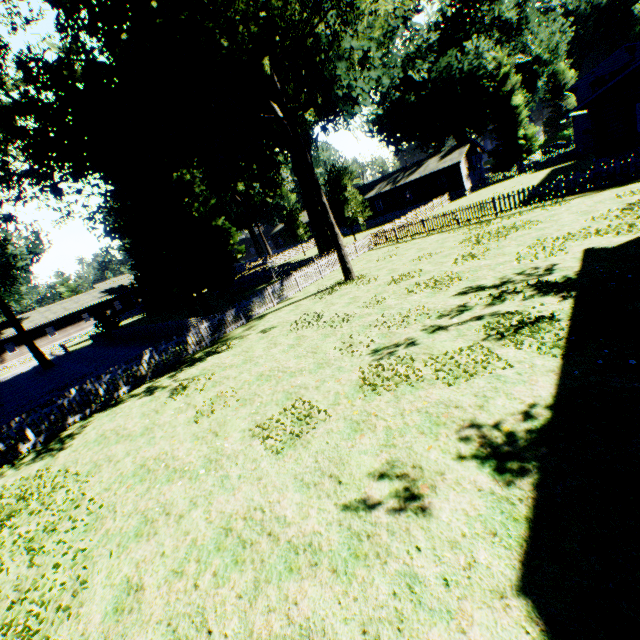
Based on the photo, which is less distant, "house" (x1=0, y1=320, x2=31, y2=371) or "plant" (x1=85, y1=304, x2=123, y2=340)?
"plant" (x1=85, y1=304, x2=123, y2=340)

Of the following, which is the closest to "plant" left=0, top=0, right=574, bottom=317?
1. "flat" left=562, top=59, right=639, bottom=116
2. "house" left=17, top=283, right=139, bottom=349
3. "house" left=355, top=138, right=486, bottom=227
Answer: "house" left=355, top=138, right=486, bottom=227

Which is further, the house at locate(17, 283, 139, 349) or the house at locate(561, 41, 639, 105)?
the house at locate(17, 283, 139, 349)

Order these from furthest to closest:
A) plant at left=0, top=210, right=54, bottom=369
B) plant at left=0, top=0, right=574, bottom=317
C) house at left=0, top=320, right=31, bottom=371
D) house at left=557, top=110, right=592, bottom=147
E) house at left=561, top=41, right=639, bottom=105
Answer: house at left=0, top=320, right=31, bottom=371 → house at left=561, top=41, right=639, bottom=105 → house at left=557, top=110, right=592, bottom=147 → plant at left=0, top=210, right=54, bottom=369 → plant at left=0, top=0, right=574, bottom=317

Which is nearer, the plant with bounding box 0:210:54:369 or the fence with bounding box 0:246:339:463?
the fence with bounding box 0:246:339:463

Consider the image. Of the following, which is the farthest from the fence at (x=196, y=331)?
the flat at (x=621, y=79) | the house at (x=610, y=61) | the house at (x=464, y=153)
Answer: the flat at (x=621, y=79)

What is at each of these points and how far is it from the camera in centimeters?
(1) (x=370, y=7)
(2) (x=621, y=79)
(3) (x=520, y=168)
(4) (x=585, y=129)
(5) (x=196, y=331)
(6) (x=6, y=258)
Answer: (1) plant, 1307cm
(2) flat, 1916cm
(3) fence, 4162cm
(4) house, 3747cm
(5) fence, 1641cm
(6) plant, 3612cm

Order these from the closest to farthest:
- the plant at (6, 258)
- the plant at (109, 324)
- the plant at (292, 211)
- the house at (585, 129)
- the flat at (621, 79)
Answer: the flat at (621, 79) → the plant at (6, 258) → the plant at (109, 324) → the house at (585, 129) → the plant at (292, 211)
